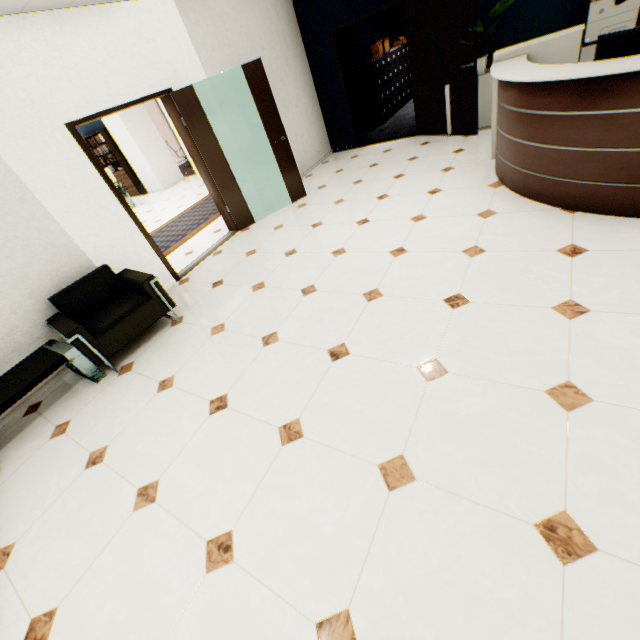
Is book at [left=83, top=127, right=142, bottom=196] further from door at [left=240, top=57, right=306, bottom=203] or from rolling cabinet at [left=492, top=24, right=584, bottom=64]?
rolling cabinet at [left=492, top=24, right=584, bottom=64]

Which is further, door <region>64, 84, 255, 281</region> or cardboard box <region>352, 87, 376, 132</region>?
cardboard box <region>352, 87, 376, 132</region>

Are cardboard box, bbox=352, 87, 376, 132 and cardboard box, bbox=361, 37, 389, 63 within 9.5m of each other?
yes

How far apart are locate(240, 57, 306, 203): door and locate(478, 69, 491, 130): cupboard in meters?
3.0

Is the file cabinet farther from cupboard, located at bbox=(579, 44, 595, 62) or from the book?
the book

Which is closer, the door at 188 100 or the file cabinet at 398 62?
the door at 188 100

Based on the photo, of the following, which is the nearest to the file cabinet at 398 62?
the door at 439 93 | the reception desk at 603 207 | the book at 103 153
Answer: the door at 439 93

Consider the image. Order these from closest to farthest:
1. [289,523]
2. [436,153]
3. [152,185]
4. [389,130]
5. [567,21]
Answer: [289,523] < [567,21] < [436,153] < [389,130] < [152,185]
